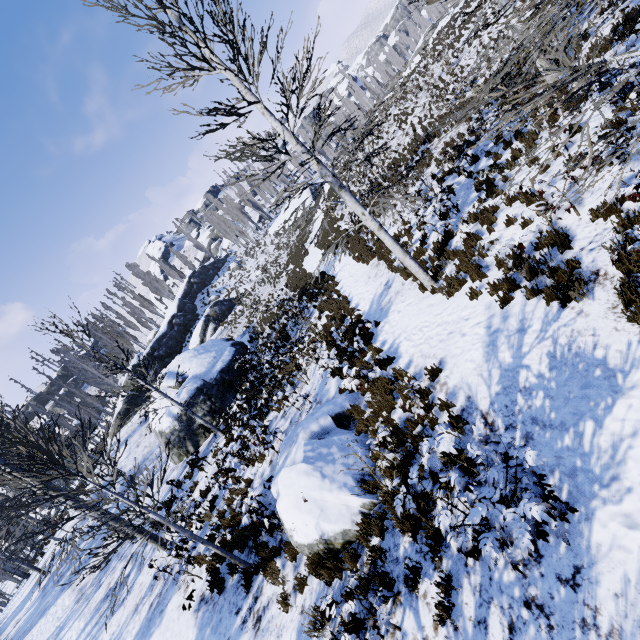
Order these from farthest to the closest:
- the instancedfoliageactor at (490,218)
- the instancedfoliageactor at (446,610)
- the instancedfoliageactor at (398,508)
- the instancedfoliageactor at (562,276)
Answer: the instancedfoliageactor at (490,218)
the instancedfoliageactor at (562,276)
the instancedfoliageactor at (446,610)
the instancedfoliageactor at (398,508)

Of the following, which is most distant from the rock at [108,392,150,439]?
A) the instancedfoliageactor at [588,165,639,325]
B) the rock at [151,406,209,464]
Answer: the instancedfoliageactor at [588,165,639,325]

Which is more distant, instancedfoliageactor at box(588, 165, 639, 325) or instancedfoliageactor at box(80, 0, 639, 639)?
instancedfoliageactor at box(588, 165, 639, 325)

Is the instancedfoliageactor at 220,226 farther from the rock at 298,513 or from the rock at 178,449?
the rock at 298,513

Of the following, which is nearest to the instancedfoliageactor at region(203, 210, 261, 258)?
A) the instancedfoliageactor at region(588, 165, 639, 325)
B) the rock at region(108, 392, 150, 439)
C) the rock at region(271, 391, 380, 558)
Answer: the rock at region(108, 392, 150, 439)

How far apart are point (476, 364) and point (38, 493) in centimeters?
796cm

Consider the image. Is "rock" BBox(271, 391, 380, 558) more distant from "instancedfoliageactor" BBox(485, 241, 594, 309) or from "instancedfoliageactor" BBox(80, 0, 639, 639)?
"instancedfoliageactor" BBox(485, 241, 594, 309)

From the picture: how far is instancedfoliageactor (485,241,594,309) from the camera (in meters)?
5.21
